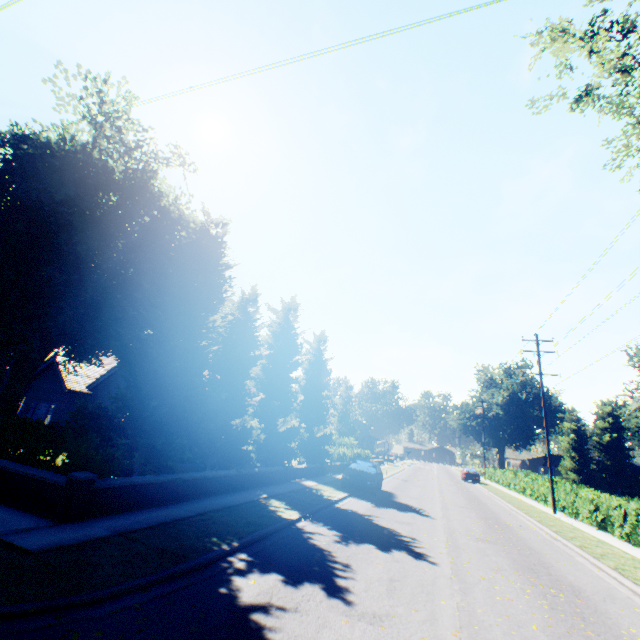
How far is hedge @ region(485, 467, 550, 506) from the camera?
24.05m

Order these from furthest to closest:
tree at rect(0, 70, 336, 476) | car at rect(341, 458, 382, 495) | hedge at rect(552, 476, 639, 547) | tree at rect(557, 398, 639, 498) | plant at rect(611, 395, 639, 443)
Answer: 1. plant at rect(611, 395, 639, 443)
2. tree at rect(557, 398, 639, 498)
3. car at rect(341, 458, 382, 495)
4. hedge at rect(552, 476, 639, 547)
5. tree at rect(0, 70, 336, 476)

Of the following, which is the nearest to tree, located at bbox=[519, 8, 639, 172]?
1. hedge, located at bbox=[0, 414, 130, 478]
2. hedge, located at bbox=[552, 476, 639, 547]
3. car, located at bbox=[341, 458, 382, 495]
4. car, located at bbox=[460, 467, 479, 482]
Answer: hedge, located at bbox=[0, 414, 130, 478]

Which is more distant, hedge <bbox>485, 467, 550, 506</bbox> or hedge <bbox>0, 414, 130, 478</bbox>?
hedge <bbox>485, 467, 550, 506</bbox>

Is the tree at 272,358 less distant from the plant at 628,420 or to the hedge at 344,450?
the hedge at 344,450

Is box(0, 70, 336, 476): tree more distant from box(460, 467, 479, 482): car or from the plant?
box(460, 467, 479, 482): car

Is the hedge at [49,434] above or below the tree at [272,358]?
below

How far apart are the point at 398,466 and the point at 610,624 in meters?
48.2 m
